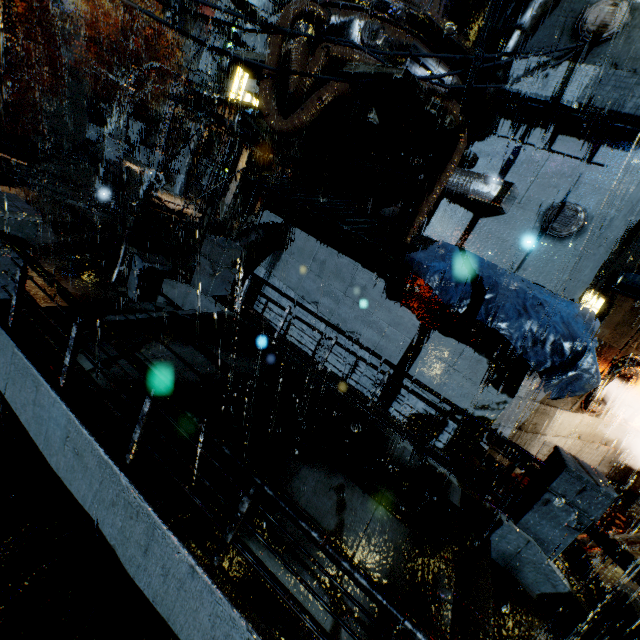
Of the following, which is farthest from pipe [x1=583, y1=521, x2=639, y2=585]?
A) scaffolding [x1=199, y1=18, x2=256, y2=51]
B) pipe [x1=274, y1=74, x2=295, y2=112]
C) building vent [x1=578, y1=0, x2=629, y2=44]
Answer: scaffolding [x1=199, y1=18, x2=256, y2=51]

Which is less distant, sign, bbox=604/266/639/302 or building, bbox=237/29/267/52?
sign, bbox=604/266/639/302

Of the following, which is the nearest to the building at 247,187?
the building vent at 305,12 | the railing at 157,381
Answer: the building vent at 305,12

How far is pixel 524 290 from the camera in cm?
808

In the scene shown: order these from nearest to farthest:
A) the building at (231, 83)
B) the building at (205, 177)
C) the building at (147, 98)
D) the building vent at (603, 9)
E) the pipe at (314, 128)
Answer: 1. the building vent at (603, 9)
2. the pipe at (314, 128)
3. the building at (205, 177)
4. the building at (231, 83)
5. the building at (147, 98)

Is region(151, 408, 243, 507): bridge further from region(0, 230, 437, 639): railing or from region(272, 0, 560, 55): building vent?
region(272, 0, 560, 55): building vent

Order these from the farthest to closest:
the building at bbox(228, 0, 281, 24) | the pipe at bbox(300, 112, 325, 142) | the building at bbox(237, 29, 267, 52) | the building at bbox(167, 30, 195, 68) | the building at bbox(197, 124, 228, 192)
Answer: the building at bbox(167, 30, 195, 68) < the building at bbox(237, 29, 267, 52) < the building at bbox(197, 124, 228, 192) < the pipe at bbox(300, 112, 325, 142) < the building at bbox(228, 0, 281, 24)

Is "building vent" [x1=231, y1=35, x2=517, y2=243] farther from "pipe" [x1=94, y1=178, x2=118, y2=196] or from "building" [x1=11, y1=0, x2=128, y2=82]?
"pipe" [x1=94, y1=178, x2=118, y2=196]
